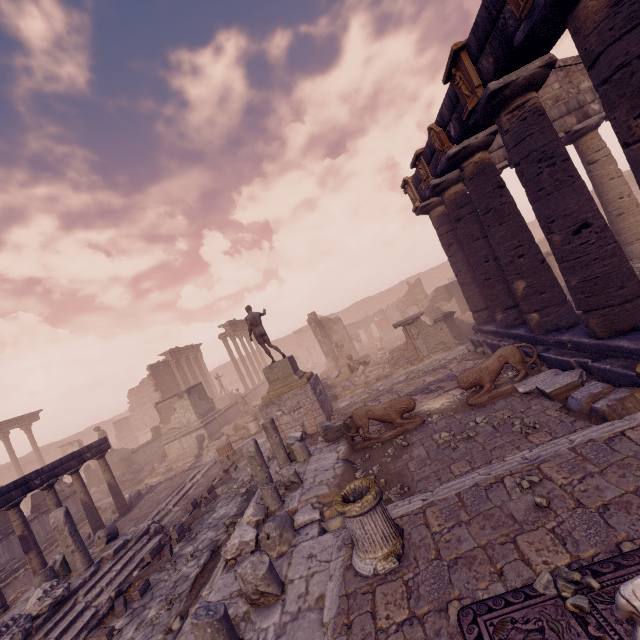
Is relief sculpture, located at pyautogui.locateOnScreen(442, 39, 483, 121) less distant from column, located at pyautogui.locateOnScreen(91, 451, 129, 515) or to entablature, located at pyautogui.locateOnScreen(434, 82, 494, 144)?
entablature, located at pyautogui.locateOnScreen(434, 82, 494, 144)

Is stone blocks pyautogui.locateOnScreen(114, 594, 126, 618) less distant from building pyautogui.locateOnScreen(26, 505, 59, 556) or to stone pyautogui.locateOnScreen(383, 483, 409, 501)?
stone pyautogui.locateOnScreen(383, 483, 409, 501)

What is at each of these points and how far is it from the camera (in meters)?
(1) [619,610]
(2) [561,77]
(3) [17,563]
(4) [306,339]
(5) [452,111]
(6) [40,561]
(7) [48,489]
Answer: (1) sculpture, 1.82
(2) pediment, 12.48
(3) building, 12.54
(4) wall arch, 48.12
(5) entablature, 7.79
(6) column, 9.37
(7) column, 10.41

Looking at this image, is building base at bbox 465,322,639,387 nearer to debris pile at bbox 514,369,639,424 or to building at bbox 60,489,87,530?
debris pile at bbox 514,369,639,424

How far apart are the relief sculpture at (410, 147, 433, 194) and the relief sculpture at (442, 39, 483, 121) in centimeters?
334cm

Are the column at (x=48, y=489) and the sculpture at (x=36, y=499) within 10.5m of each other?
yes

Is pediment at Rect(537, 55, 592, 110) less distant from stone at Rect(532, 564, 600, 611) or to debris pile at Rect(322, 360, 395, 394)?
debris pile at Rect(322, 360, 395, 394)

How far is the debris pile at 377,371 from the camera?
17.5m
